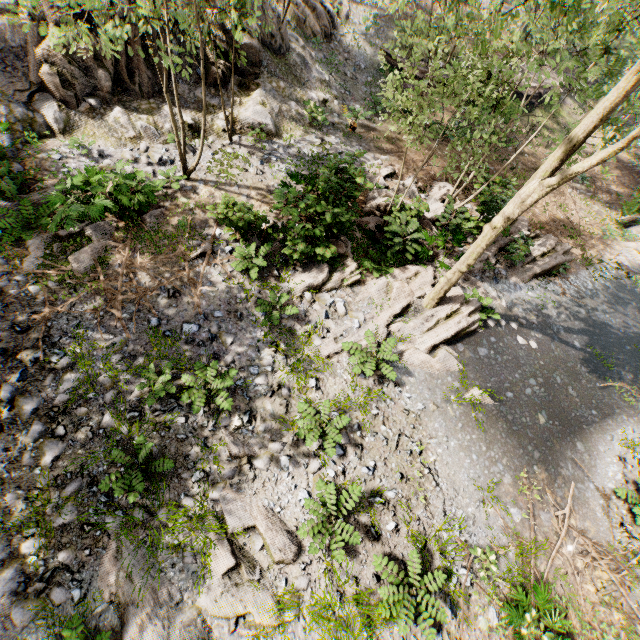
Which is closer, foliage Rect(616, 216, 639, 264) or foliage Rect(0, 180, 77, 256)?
foliage Rect(0, 180, 77, 256)

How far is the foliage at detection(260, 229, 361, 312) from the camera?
10.0 meters

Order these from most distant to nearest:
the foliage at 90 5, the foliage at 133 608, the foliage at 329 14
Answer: the foliage at 329 14
the foliage at 90 5
the foliage at 133 608

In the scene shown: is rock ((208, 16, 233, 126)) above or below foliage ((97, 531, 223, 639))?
above

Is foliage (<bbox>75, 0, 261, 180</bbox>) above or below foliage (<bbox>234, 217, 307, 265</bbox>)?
above

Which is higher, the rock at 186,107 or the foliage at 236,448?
the rock at 186,107

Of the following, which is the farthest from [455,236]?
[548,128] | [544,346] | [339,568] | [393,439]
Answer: [548,128]
